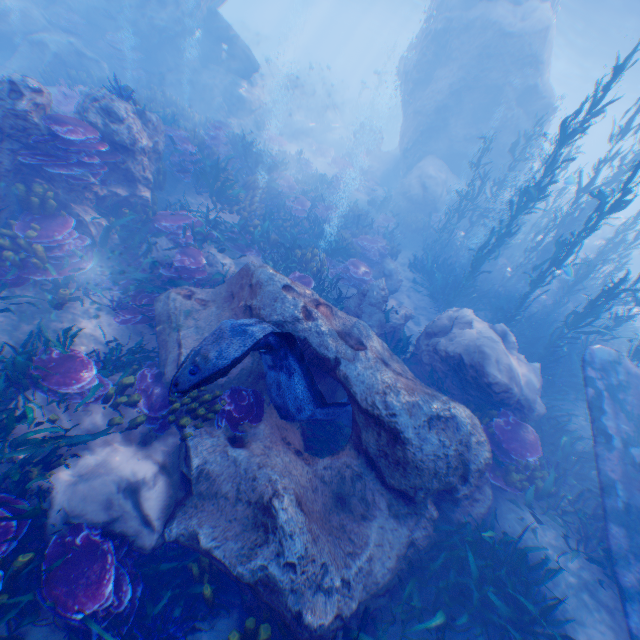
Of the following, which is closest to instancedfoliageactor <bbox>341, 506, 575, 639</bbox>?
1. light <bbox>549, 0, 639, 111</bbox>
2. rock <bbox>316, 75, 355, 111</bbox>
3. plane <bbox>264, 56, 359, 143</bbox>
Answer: light <bbox>549, 0, 639, 111</bbox>

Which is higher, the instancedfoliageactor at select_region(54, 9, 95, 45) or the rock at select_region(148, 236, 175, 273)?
the instancedfoliageactor at select_region(54, 9, 95, 45)

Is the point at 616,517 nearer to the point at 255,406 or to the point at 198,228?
the point at 255,406

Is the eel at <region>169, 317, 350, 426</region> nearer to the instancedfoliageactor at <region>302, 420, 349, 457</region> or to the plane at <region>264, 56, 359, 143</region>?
the instancedfoliageactor at <region>302, 420, 349, 457</region>

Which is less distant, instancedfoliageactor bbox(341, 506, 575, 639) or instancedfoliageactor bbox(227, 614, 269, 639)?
instancedfoliageactor bbox(227, 614, 269, 639)

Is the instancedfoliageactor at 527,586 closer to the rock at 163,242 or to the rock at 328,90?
the rock at 163,242

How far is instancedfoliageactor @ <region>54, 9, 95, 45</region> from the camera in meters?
14.0 m

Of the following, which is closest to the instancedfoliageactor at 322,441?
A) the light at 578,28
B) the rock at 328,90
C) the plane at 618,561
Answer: the plane at 618,561
